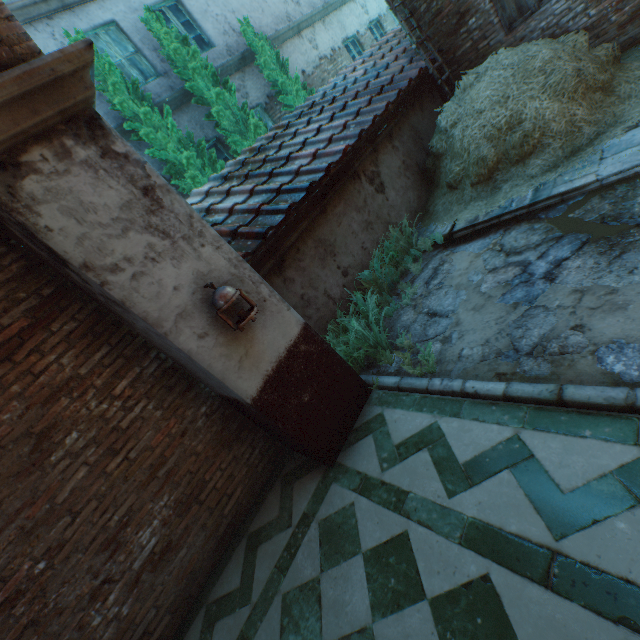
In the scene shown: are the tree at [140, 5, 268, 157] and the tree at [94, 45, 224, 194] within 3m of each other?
yes

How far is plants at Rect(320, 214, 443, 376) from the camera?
3.9m

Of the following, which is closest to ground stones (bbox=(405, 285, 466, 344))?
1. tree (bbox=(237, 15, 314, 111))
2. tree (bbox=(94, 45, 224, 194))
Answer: tree (bbox=(94, 45, 224, 194))

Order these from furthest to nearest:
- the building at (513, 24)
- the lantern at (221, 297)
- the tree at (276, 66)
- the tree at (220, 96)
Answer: the tree at (276, 66), the tree at (220, 96), the building at (513, 24), the lantern at (221, 297)

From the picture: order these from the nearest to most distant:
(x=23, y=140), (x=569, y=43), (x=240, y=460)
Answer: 1. (x=23, y=140)
2. (x=240, y=460)
3. (x=569, y=43)

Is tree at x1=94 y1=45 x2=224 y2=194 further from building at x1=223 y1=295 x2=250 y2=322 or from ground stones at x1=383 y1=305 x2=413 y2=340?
ground stones at x1=383 y1=305 x2=413 y2=340

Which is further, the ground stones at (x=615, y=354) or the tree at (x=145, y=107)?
the tree at (x=145, y=107)

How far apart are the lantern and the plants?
1.3 meters
